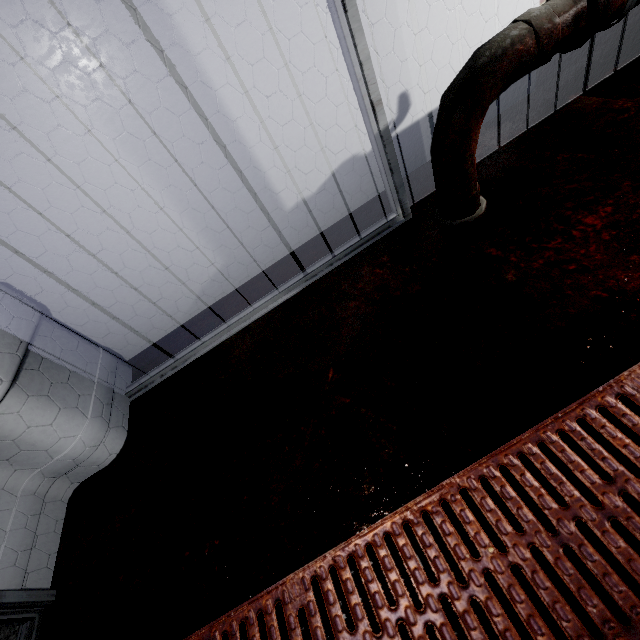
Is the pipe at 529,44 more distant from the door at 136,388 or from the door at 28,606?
the door at 28,606

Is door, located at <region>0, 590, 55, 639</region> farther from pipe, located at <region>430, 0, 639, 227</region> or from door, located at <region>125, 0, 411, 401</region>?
pipe, located at <region>430, 0, 639, 227</region>

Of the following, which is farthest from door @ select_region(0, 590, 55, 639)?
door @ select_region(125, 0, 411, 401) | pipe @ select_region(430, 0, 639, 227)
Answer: pipe @ select_region(430, 0, 639, 227)

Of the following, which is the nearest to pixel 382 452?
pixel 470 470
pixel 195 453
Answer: pixel 470 470
